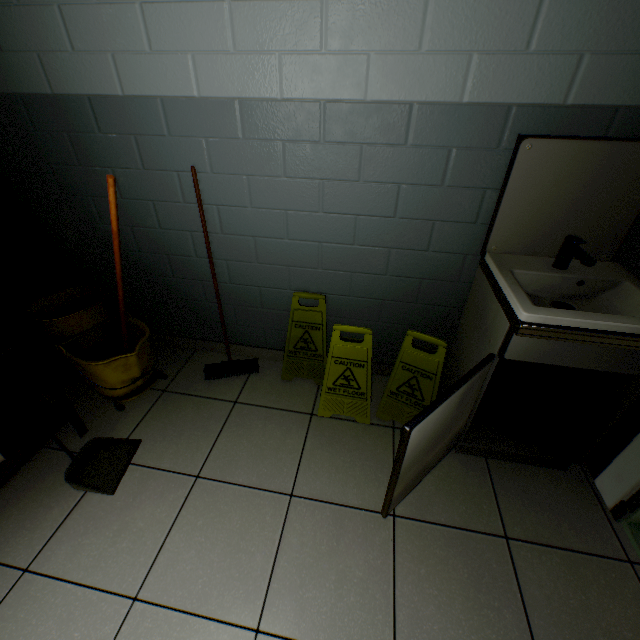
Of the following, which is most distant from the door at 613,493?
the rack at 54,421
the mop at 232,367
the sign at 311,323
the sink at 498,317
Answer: the rack at 54,421

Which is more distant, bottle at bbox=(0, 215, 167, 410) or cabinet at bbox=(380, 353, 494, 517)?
bottle at bbox=(0, 215, 167, 410)

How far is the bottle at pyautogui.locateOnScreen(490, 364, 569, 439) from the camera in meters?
1.6

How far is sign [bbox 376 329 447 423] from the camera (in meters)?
1.66

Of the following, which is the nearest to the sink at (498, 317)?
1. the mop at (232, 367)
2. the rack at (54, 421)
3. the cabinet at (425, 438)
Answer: the cabinet at (425, 438)

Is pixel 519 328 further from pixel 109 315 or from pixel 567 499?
pixel 109 315

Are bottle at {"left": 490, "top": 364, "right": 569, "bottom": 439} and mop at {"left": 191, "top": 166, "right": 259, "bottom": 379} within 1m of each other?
no

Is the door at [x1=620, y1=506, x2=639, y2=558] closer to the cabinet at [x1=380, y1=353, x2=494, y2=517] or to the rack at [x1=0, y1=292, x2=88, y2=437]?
the cabinet at [x1=380, y1=353, x2=494, y2=517]
